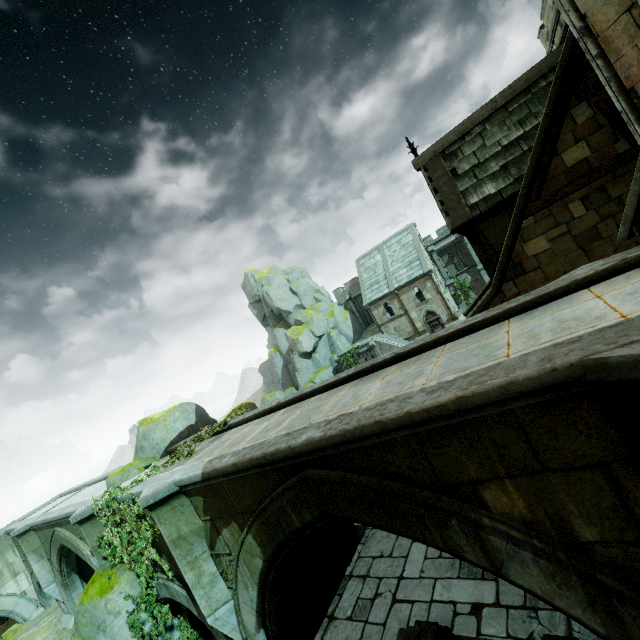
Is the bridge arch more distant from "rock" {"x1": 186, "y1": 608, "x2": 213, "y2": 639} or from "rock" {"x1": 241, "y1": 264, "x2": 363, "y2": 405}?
"rock" {"x1": 241, "y1": 264, "x2": 363, "y2": 405}

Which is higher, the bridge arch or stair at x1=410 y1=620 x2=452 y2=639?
the bridge arch

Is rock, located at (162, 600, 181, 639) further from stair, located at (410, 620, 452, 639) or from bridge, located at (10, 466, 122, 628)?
stair, located at (410, 620, 452, 639)

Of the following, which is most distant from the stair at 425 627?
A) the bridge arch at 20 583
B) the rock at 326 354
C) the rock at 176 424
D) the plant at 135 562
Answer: the rock at 326 354

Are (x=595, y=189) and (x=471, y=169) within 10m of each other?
yes

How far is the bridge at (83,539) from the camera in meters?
10.1 m

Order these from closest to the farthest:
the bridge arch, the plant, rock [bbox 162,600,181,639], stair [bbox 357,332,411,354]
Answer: the plant → rock [bbox 162,600,181,639] → the bridge arch → stair [bbox 357,332,411,354]

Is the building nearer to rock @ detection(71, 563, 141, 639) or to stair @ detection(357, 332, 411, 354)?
rock @ detection(71, 563, 141, 639)
